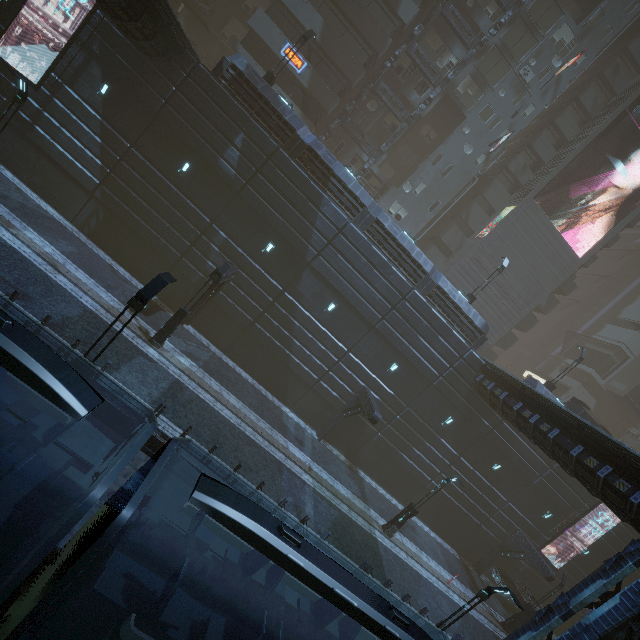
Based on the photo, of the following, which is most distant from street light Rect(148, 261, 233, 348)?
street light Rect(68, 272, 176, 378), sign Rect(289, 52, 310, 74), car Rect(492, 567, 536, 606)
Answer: car Rect(492, 567, 536, 606)

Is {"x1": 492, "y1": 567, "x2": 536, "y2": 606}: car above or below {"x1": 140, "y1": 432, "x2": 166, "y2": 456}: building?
above

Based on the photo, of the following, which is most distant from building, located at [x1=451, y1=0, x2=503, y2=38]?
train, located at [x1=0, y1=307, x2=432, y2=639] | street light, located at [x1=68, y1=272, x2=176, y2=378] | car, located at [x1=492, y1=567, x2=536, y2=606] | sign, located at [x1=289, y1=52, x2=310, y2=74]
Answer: train, located at [x1=0, y1=307, x2=432, y2=639]

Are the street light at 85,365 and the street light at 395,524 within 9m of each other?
no

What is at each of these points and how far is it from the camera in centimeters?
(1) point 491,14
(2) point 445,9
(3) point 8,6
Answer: (1) building, 2862cm
(2) building structure, 2666cm
(3) building, 1683cm

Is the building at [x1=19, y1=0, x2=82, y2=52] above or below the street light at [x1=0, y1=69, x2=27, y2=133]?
above

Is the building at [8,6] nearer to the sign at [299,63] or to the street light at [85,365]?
the sign at [299,63]

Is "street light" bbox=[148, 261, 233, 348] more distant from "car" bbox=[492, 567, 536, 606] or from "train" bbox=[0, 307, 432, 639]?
"car" bbox=[492, 567, 536, 606]
